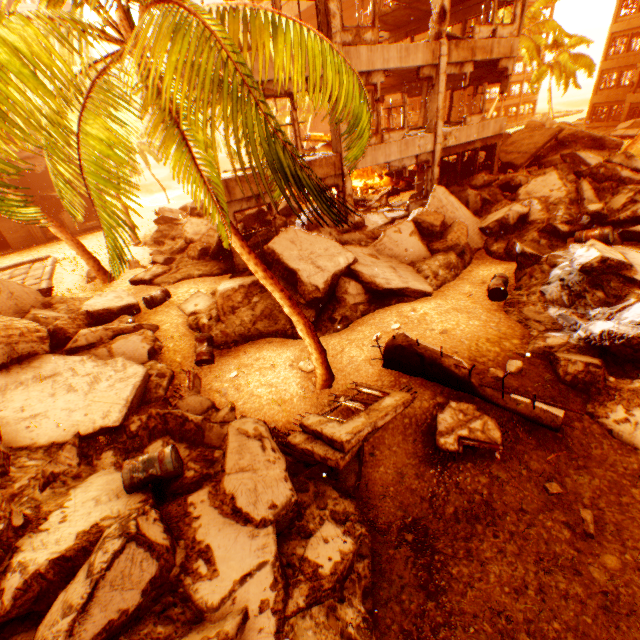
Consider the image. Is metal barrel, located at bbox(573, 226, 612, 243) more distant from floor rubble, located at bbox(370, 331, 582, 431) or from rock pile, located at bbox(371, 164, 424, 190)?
floor rubble, located at bbox(370, 331, 582, 431)

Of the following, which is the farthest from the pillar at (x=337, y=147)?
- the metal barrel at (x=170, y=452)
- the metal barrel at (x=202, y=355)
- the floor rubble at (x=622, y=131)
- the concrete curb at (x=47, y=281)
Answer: the floor rubble at (x=622, y=131)

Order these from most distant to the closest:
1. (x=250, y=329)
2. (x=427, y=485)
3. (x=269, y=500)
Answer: (x=250, y=329) → (x=427, y=485) → (x=269, y=500)

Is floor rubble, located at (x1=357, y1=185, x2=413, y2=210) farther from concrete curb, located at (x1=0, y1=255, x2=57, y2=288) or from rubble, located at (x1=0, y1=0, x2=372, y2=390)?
concrete curb, located at (x1=0, y1=255, x2=57, y2=288)

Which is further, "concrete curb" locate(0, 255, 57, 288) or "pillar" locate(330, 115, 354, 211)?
"concrete curb" locate(0, 255, 57, 288)

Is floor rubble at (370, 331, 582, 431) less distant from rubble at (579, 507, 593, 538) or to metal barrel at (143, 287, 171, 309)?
→ rubble at (579, 507, 593, 538)

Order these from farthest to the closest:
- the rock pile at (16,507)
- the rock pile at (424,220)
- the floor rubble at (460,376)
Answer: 1. the rock pile at (424,220)
2. the floor rubble at (460,376)
3. the rock pile at (16,507)

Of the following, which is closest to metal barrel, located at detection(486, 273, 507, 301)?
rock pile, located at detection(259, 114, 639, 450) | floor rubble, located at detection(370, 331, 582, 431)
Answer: rock pile, located at detection(259, 114, 639, 450)
